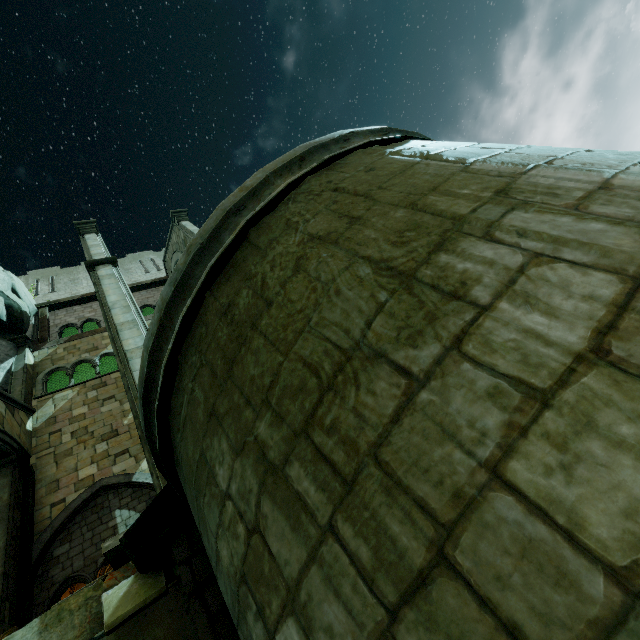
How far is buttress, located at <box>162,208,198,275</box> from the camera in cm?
1603

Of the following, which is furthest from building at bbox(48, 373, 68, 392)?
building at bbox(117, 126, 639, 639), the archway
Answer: building at bbox(117, 126, 639, 639)

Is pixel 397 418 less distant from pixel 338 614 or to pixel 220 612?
pixel 338 614

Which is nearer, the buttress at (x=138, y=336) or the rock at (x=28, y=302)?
the buttress at (x=138, y=336)

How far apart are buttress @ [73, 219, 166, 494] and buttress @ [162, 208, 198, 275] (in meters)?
3.24

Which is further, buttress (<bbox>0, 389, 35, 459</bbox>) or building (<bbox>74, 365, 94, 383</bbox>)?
building (<bbox>74, 365, 94, 383</bbox>)

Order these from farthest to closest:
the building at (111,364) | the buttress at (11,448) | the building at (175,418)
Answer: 1. the building at (111,364)
2. the buttress at (11,448)
3. the building at (175,418)

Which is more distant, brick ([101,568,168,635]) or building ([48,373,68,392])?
building ([48,373,68,392])
